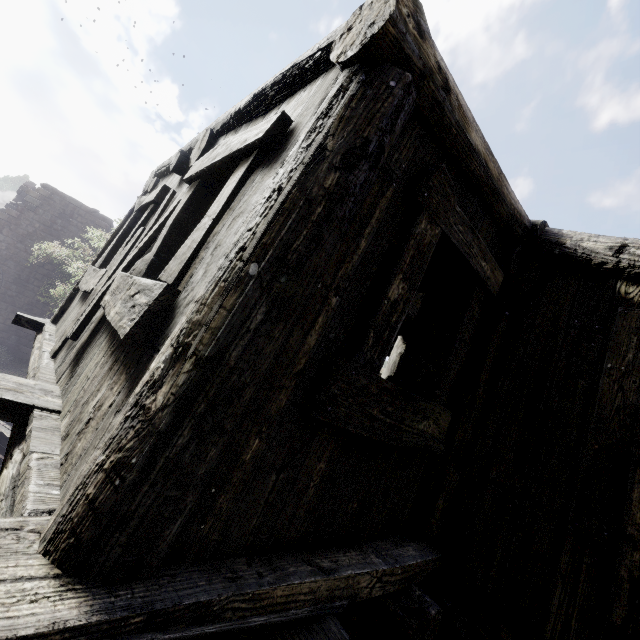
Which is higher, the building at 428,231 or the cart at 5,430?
the building at 428,231

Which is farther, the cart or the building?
the cart

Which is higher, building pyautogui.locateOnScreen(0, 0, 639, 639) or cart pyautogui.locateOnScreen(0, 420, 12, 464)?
building pyautogui.locateOnScreen(0, 0, 639, 639)

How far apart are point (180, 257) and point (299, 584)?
1.6 meters

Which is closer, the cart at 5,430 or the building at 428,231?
the building at 428,231
